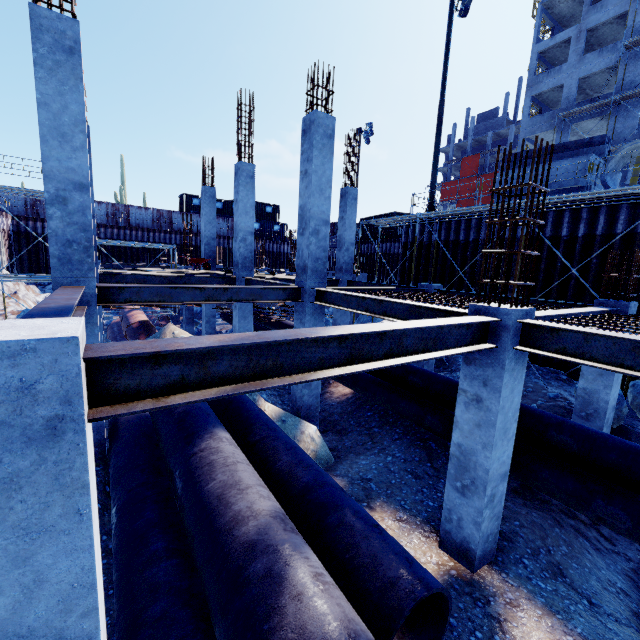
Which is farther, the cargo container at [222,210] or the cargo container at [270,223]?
the cargo container at [270,223]

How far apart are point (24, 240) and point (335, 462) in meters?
32.8

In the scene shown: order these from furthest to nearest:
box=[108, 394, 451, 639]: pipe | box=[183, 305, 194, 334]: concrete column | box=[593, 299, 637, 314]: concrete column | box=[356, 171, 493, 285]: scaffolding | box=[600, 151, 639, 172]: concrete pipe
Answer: box=[183, 305, 194, 334]: concrete column, box=[356, 171, 493, 285]: scaffolding, box=[600, 151, 639, 172]: concrete pipe, box=[593, 299, 637, 314]: concrete column, box=[108, 394, 451, 639]: pipe

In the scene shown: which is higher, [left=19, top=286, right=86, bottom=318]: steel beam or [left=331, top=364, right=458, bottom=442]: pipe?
[left=19, top=286, right=86, bottom=318]: steel beam

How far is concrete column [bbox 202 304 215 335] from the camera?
16.7 meters

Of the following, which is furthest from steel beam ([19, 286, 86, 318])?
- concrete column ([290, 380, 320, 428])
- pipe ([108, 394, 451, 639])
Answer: concrete column ([290, 380, 320, 428])

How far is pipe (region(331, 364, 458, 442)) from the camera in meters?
7.5

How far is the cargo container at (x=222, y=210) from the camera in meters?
38.0 m
